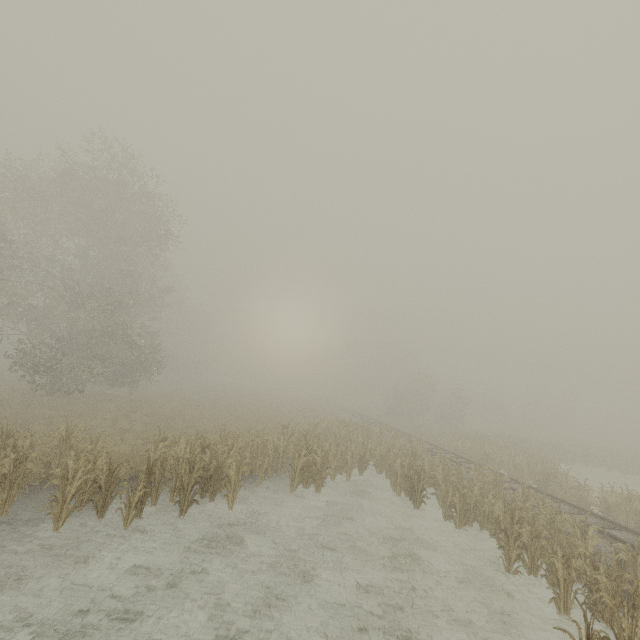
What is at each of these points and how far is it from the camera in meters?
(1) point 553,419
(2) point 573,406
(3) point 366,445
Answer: (1) tree, 59.9 m
(2) tree, 57.7 m
(3) tree, 18.4 m

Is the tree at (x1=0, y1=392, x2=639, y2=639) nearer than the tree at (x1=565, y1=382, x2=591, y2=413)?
Yes

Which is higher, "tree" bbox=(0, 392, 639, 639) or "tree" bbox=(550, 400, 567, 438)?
"tree" bbox=(550, 400, 567, 438)

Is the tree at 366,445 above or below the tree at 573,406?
below

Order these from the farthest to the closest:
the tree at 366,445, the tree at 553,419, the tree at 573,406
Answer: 1. the tree at 553,419
2. the tree at 573,406
3. the tree at 366,445

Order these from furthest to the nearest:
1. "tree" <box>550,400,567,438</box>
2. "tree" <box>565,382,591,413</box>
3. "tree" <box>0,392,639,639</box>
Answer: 1. "tree" <box>550,400,567,438</box>
2. "tree" <box>565,382,591,413</box>
3. "tree" <box>0,392,639,639</box>

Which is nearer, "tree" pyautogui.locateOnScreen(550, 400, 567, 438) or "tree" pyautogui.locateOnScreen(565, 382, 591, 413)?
"tree" pyautogui.locateOnScreen(565, 382, 591, 413)
